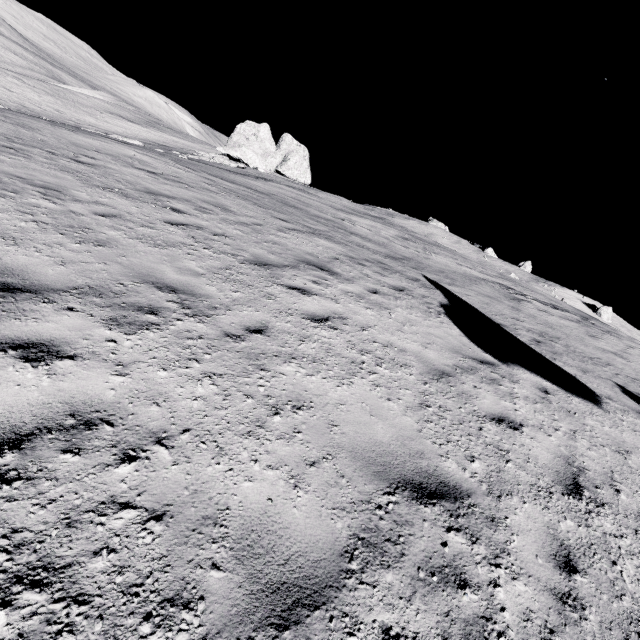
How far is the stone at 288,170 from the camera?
38.6m

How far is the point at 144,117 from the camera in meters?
54.9

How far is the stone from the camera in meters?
38.6
